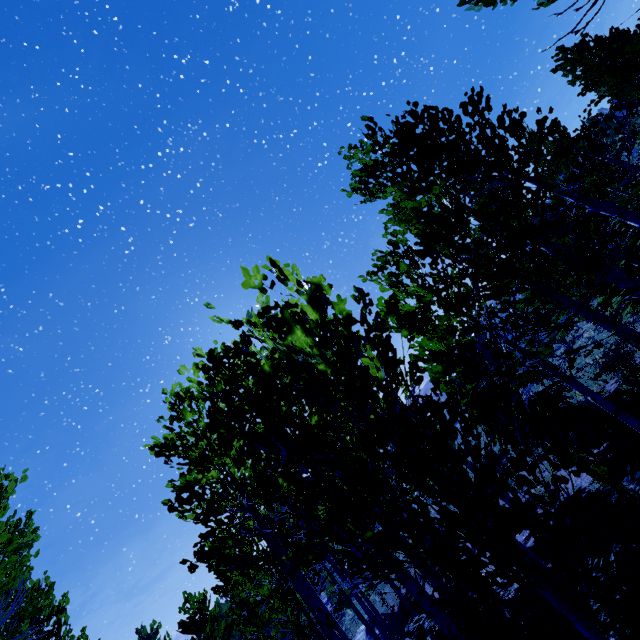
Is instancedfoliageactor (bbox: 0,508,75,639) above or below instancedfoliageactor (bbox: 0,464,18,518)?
below

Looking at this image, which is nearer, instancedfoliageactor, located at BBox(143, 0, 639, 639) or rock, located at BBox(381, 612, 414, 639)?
instancedfoliageactor, located at BBox(143, 0, 639, 639)

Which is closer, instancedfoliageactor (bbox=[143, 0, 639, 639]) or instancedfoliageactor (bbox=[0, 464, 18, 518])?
instancedfoliageactor (bbox=[143, 0, 639, 639])

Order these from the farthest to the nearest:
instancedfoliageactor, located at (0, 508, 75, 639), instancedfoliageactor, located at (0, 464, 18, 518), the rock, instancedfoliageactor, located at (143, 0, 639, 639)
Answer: the rock
instancedfoliageactor, located at (0, 464, 18, 518)
instancedfoliageactor, located at (0, 508, 75, 639)
instancedfoliageactor, located at (143, 0, 639, 639)

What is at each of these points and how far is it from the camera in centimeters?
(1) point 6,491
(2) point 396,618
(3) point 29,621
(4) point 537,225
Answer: (1) instancedfoliageactor, 737cm
(2) rock, 1770cm
(3) instancedfoliageactor, 684cm
(4) instancedfoliageactor, 1116cm

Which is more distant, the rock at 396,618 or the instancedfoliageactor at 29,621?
the rock at 396,618

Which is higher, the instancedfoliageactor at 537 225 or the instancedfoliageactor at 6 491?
the instancedfoliageactor at 6 491
